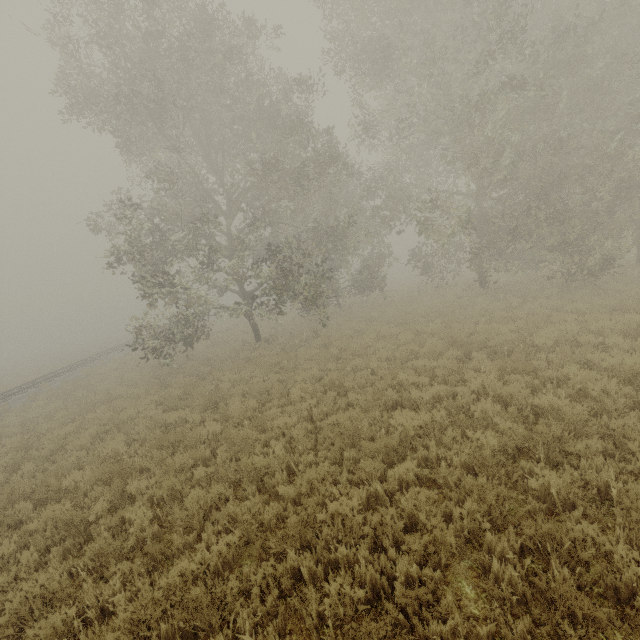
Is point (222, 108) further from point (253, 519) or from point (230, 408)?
point (253, 519)
